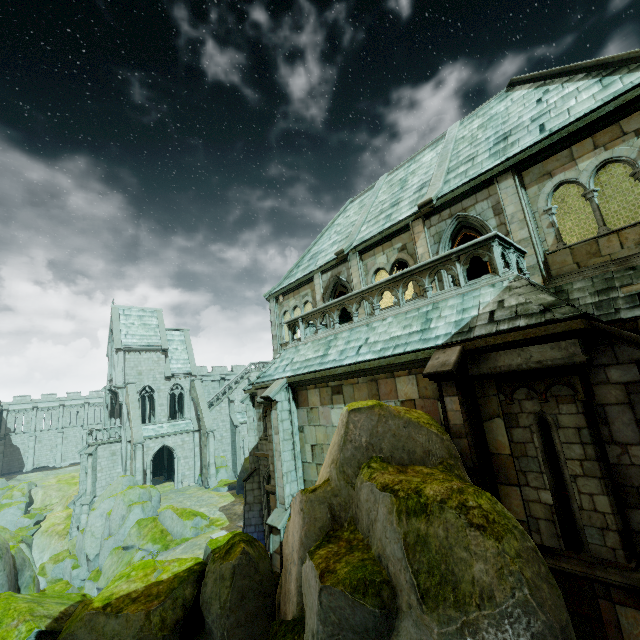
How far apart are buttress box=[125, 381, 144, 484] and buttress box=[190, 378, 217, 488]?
5.90m

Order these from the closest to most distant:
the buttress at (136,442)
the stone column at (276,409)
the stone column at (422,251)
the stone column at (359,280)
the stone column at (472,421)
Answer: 1. the stone column at (472,421)
2. the stone column at (276,409)
3. the stone column at (422,251)
4. the stone column at (359,280)
5. the buttress at (136,442)

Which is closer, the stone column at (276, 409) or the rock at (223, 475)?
the stone column at (276, 409)

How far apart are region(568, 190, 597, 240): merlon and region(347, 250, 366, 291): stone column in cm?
1365

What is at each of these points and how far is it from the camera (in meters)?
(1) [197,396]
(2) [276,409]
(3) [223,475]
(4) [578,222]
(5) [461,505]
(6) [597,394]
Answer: (1) buttress, 37.38
(2) stone column, 11.73
(3) rock, 34.78
(4) merlon, 18.81
(5) rock, 4.34
(6) stone column, 5.98

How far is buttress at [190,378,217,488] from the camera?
33.8 meters

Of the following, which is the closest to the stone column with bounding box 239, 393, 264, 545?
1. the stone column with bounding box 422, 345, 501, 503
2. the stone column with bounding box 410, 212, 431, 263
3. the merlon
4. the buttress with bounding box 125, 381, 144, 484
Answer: the stone column with bounding box 410, 212, 431, 263

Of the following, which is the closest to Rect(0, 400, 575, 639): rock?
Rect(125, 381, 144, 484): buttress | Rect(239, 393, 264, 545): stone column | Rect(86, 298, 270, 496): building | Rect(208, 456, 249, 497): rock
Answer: Rect(239, 393, 264, 545): stone column
